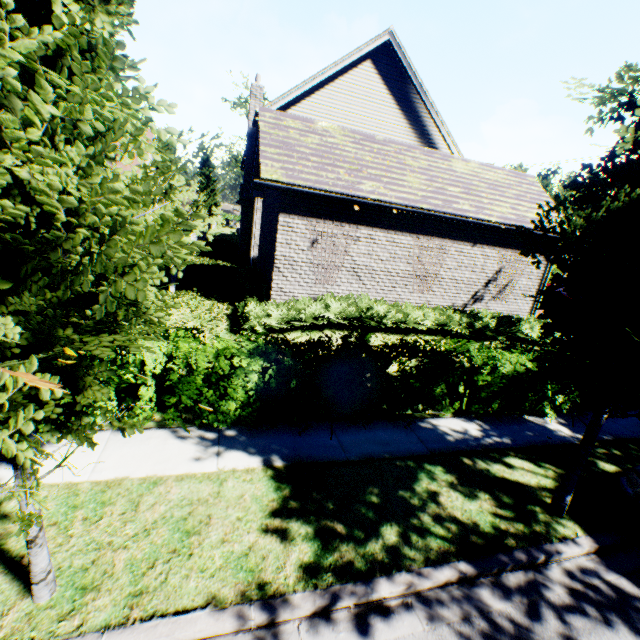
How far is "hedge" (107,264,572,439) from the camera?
5.7m

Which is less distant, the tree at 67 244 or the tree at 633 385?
the tree at 67 244

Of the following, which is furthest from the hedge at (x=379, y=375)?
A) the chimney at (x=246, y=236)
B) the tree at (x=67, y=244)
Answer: the chimney at (x=246, y=236)

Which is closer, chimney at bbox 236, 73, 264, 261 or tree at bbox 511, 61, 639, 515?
tree at bbox 511, 61, 639, 515

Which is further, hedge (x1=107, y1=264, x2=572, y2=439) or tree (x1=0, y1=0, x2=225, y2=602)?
hedge (x1=107, y1=264, x2=572, y2=439)

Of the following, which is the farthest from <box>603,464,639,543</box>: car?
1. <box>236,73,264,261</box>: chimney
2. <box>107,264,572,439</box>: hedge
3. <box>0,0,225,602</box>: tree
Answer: <box>236,73,264,261</box>: chimney

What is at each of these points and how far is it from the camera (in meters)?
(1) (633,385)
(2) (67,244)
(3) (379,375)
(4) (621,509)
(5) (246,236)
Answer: (1) tree, 4.33
(2) tree, 1.91
(3) hedge, 6.54
(4) car, 4.93
(5) chimney, 17.39
